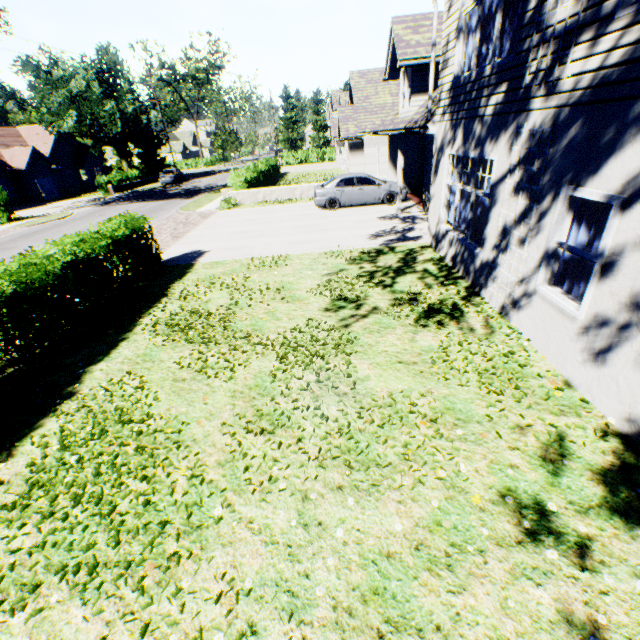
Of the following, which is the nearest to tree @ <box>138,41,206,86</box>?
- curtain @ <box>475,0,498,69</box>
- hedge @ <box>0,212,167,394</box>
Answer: hedge @ <box>0,212,167,394</box>

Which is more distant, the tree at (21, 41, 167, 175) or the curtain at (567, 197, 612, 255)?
the tree at (21, 41, 167, 175)

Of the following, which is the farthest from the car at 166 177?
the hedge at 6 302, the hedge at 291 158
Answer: the hedge at 6 302

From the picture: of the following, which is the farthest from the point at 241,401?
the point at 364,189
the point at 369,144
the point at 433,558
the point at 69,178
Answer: the point at 69,178

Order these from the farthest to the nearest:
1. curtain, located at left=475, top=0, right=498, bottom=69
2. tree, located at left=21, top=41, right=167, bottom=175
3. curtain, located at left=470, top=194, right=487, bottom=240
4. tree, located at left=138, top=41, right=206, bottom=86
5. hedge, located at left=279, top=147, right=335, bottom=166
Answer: tree, located at left=138, top=41, right=206, bottom=86, hedge, located at left=279, top=147, right=335, bottom=166, tree, located at left=21, top=41, right=167, bottom=175, curtain, located at left=470, top=194, right=487, bottom=240, curtain, located at left=475, top=0, right=498, bottom=69

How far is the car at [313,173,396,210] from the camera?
16.3 meters

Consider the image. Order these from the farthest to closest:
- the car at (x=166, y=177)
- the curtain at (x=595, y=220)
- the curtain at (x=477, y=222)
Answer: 1. the car at (x=166, y=177)
2. the curtain at (x=477, y=222)
3. the curtain at (x=595, y=220)

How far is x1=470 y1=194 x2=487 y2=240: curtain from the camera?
7.4 meters
